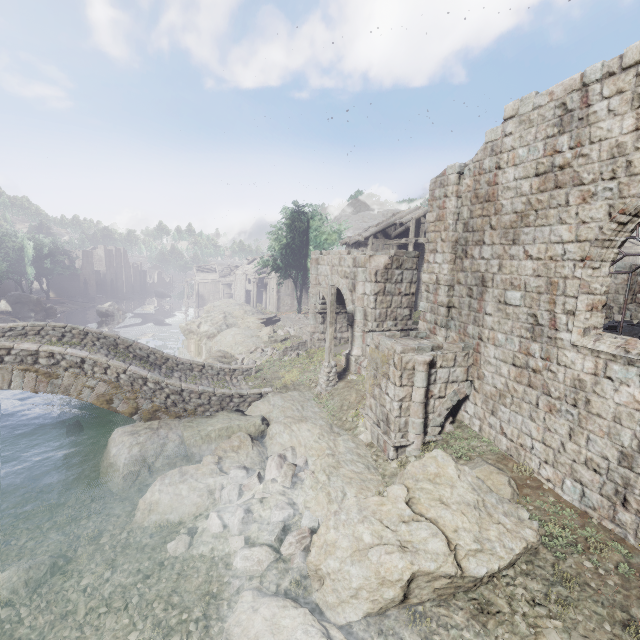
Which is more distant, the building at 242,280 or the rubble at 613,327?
the building at 242,280

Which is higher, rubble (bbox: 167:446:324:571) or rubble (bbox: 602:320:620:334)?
rubble (bbox: 602:320:620:334)

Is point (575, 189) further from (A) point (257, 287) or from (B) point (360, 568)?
(A) point (257, 287)

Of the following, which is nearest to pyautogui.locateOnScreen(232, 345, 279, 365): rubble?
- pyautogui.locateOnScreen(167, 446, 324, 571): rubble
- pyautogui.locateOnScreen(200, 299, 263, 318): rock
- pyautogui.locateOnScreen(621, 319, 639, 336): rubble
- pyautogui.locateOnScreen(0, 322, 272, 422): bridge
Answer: pyautogui.locateOnScreen(0, 322, 272, 422): bridge

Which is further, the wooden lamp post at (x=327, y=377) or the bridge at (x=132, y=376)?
the wooden lamp post at (x=327, y=377)

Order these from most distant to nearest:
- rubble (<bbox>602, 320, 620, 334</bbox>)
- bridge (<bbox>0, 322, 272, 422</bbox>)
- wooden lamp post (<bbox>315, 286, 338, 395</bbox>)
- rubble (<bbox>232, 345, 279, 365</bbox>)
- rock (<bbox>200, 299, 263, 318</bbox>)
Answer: rock (<bbox>200, 299, 263, 318</bbox>) → rubble (<bbox>232, 345, 279, 365</bbox>) → wooden lamp post (<bbox>315, 286, 338, 395</bbox>) → rubble (<bbox>602, 320, 620, 334</bbox>) → bridge (<bbox>0, 322, 272, 422</bbox>)

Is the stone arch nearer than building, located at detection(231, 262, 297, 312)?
Yes

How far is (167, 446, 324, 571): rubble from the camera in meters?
7.8
